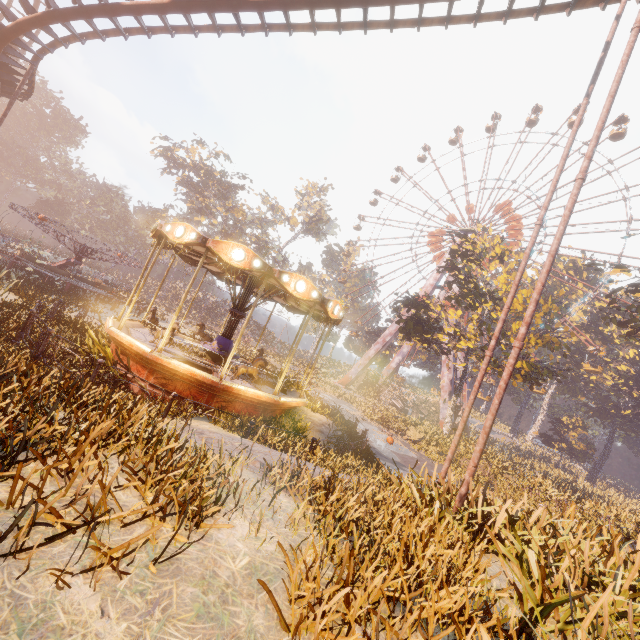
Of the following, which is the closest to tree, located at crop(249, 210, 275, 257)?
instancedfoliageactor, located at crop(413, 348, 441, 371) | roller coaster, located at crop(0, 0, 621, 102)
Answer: instancedfoliageactor, located at crop(413, 348, 441, 371)

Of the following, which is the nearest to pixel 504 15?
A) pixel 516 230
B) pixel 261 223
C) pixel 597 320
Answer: pixel 516 230

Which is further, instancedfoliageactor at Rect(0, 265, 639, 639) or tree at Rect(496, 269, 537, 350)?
tree at Rect(496, 269, 537, 350)

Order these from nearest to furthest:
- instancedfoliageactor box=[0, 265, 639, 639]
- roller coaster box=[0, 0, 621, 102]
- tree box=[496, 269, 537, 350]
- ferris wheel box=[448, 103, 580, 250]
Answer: instancedfoliageactor box=[0, 265, 639, 639], roller coaster box=[0, 0, 621, 102], tree box=[496, 269, 537, 350], ferris wheel box=[448, 103, 580, 250]

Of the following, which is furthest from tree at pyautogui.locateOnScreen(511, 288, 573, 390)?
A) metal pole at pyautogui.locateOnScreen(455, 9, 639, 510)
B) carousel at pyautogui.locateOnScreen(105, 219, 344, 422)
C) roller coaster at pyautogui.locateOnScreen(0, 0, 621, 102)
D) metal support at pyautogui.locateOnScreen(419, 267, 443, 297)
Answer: metal pole at pyautogui.locateOnScreen(455, 9, 639, 510)

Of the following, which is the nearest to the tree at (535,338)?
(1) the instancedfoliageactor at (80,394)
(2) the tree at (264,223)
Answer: (1) the instancedfoliageactor at (80,394)

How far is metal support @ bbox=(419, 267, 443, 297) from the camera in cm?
4419

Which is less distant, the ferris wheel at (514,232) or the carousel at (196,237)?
the carousel at (196,237)
